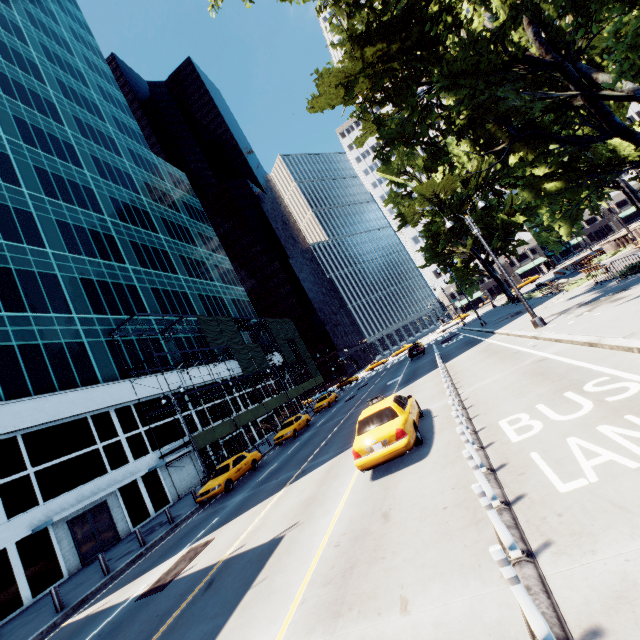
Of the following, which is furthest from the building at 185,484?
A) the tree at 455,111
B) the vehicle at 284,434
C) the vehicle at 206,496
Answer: the tree at 455,111

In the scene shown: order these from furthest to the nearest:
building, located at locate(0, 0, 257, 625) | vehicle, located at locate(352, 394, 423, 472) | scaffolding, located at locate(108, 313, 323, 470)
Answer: scaffolding, located at locate(108, 313, 323, 470) → building, located at locate(0, 0, 257, 625) → vehicle, located at locate(352, 394, 423, 472)

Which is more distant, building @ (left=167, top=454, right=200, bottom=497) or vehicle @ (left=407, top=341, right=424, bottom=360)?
vehicle @ (left=407, top=341, right=424, bottom=360)

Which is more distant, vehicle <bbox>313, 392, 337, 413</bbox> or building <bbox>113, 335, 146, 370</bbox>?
vehicle <bbox>313, 392, 337, 413</bbox>

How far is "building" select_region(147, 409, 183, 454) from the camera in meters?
27.9

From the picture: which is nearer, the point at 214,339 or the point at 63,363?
the point at 63,363

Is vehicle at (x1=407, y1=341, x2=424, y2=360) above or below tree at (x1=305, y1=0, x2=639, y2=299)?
below

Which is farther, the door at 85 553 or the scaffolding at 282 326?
the scaffolding at 282 326
